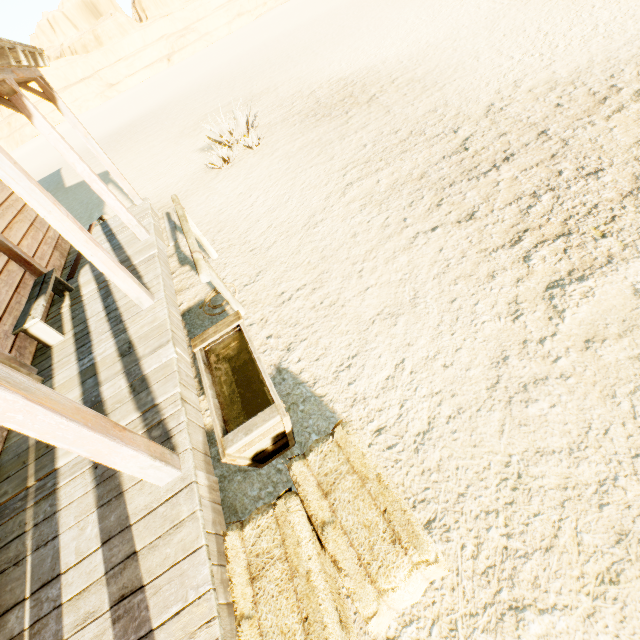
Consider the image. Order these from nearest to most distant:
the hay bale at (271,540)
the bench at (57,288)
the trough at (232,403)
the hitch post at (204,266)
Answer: the hay bale at (271,540) → the trough at (232,403) → the hitch post at (204,266) → the bench at (57,288)

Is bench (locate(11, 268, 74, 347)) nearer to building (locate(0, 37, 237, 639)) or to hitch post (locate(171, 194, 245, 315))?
building (locate(0, 37, 237, 639))

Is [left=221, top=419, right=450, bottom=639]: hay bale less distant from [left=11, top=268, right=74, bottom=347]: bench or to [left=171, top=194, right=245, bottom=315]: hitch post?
[left=171, top=194, right=245, bottom=315]: hitch post

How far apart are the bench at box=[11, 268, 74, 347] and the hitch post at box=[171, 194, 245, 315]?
2.3m

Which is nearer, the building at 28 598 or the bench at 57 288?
the building at 28 598

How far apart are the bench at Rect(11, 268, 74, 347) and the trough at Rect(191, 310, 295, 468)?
2.6 meters

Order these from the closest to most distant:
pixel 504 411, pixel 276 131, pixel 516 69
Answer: pixel 504 411
pixel 516 69
pixel 276 131

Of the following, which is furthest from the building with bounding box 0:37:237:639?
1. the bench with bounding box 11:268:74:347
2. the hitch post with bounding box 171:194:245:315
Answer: the hitch post with bounding box 171:194:245:315
